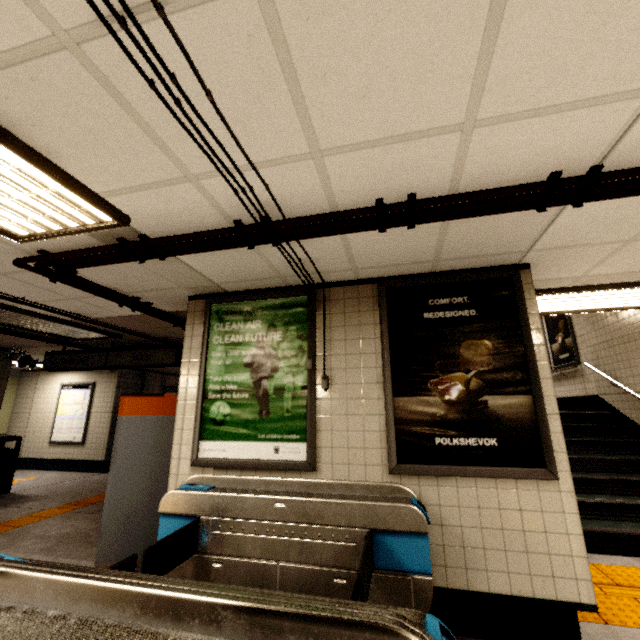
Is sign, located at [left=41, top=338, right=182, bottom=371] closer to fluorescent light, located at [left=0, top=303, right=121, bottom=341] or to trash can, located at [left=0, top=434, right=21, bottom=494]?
fluorescent light, located at [left=0, top=303, right=121, bottom=341]

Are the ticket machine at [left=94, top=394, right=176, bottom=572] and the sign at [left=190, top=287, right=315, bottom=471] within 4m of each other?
yes

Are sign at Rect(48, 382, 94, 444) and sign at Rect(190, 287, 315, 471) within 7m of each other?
no

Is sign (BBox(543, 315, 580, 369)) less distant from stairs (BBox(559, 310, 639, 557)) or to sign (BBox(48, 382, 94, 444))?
stairs (BBox(559, 310, 639, 557))

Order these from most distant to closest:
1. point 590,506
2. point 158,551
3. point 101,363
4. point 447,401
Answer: point 101,363
point 590,506
point 447,401
point 158,551

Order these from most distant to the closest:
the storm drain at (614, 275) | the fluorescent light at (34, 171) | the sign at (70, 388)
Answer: the sign at (70, 388) → the storm drain at (614, 275) → the fluorescent light at (34, 171)

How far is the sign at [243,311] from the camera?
3.1m

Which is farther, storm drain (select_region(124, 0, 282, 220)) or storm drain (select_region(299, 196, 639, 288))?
storm drain (select_region(299, 196, 639, 288))
